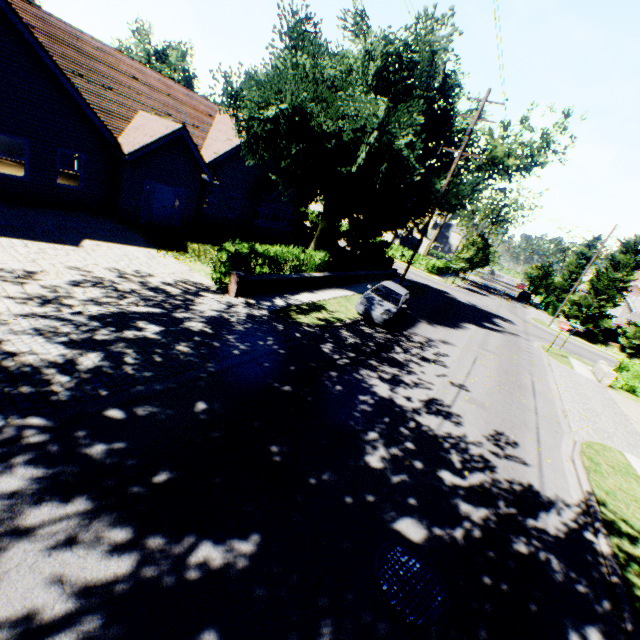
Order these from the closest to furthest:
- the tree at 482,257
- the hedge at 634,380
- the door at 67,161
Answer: the hedge at 634,380 < the door at 67,161 < the tree at 482,257

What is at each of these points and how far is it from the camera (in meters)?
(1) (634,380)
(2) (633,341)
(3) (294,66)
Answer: (1) hedge, 20.06
(2) tree, 32.88
(3) tree, 16.53

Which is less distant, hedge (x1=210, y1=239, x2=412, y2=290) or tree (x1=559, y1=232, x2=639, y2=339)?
hedge (x1=210, y1=239, x2=412, y2=290)

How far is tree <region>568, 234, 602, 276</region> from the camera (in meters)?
58.17

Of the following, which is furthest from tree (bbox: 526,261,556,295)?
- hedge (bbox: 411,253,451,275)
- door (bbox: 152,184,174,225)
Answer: door (bbox: 152,184,174,225)

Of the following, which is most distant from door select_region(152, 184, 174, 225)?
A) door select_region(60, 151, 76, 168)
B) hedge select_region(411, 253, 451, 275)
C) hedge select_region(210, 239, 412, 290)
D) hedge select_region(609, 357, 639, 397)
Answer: hedge select_region(411, 253, 451, 275)

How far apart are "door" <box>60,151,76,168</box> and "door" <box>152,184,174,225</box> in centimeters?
1100cm

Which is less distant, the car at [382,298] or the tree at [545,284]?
the car at [382,298]
